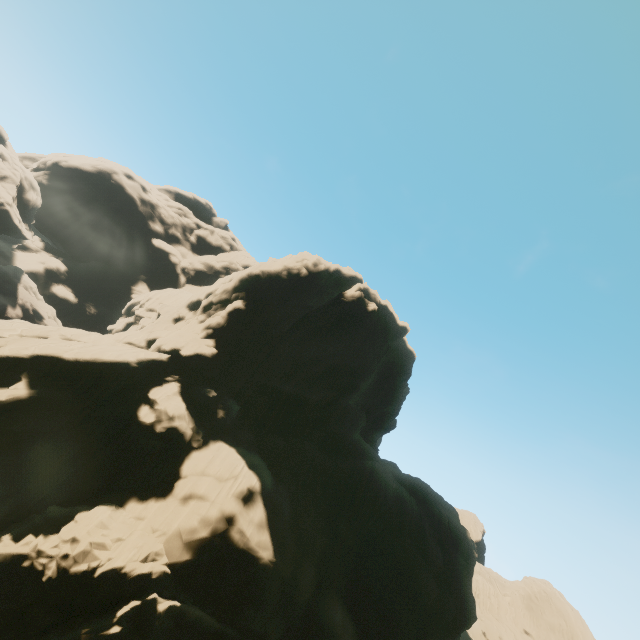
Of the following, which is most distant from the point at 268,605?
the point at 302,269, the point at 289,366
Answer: the point at 302,269

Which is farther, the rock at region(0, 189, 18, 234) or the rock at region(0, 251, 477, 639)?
the rock at region(0, 189, 18, 234)

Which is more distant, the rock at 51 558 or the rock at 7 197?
the rock at 7 197
